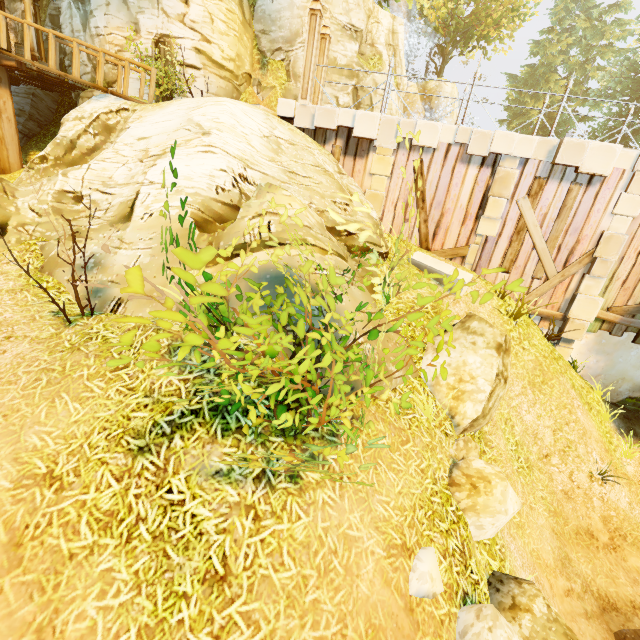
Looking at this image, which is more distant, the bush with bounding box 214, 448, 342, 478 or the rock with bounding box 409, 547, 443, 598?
the rock with bounding box 409, 547, 443, 598

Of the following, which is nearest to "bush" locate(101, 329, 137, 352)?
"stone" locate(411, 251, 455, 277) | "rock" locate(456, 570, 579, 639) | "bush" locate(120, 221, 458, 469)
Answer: "bush" locate(120, 221, 458, 469)

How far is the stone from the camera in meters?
8.7 m

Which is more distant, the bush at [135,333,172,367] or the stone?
the stone

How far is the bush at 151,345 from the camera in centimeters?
155cm

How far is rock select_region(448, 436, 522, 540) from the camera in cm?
428

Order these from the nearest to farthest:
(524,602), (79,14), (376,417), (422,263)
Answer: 1. (524,602)
2. (376,417)
3. (422,263)
4. (79,14)

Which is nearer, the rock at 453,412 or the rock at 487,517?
the rock at 487,517
